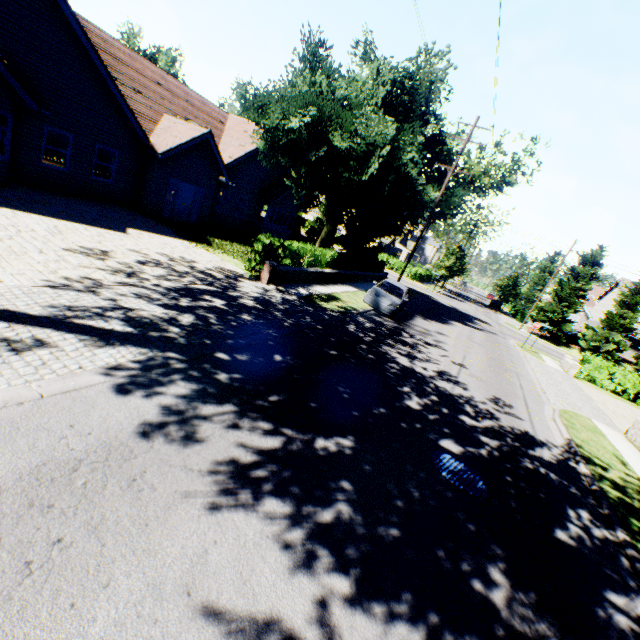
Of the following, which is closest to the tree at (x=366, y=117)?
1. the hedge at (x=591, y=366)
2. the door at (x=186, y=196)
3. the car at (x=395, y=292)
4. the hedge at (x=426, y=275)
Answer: the hedge at (x=426, y=275)

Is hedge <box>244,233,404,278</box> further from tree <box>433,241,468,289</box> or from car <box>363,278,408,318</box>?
car <box>363,278,408,318</box>

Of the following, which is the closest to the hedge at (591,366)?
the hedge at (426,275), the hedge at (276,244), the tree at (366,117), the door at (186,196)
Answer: the tree at (366,117)

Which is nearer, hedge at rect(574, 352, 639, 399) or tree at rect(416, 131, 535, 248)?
tree at rect(416, 131, 535, 248)

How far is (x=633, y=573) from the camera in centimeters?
580cm

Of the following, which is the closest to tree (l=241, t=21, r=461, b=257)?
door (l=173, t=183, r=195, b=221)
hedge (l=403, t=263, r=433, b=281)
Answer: hedge (l=403, t=263, r=433, b=281)

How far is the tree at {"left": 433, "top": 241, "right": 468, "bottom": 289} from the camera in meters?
42.0 m

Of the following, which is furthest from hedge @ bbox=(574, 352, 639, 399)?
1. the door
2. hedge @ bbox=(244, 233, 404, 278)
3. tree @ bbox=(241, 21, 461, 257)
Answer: the door
